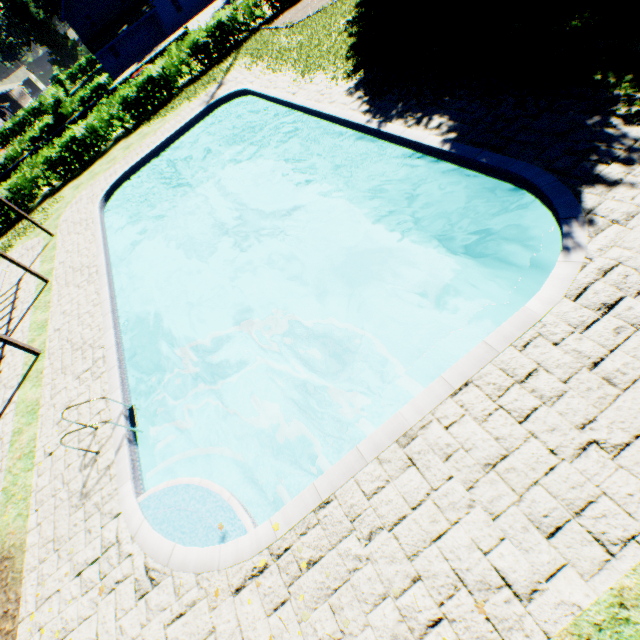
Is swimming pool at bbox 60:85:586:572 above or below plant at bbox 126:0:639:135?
below

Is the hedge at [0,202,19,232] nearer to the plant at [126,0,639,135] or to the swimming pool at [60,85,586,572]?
the plant at [126,0,639,135]

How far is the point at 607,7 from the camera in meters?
7.8

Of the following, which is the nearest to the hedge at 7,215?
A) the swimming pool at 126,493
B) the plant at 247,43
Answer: the plant at 247,43

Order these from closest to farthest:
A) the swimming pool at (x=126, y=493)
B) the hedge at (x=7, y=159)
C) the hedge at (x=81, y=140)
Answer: the swimming pool at (x=126, y=493), the hedge at (x=81, y=140), the hedge at (x=7, y=159)

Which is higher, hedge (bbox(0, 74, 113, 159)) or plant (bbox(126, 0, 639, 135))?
hedge (bbox(0, 74, 113, 159))

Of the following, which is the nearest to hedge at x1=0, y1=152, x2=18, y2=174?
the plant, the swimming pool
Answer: the plant
